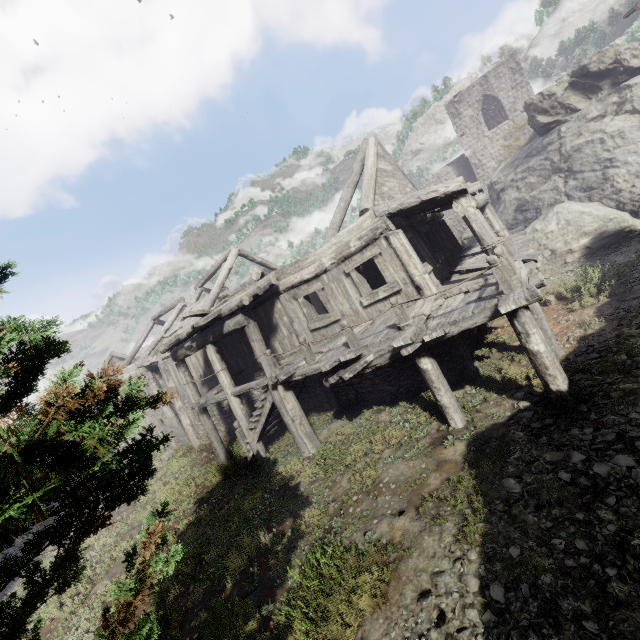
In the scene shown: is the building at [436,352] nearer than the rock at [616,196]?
Yes

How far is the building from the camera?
7.5 meters

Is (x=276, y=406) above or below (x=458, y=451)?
above

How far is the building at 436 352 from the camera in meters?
7.5 m

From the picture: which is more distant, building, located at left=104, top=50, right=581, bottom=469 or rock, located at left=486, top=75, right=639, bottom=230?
rock, located at left=486, top=75, right=639, bottom=230
